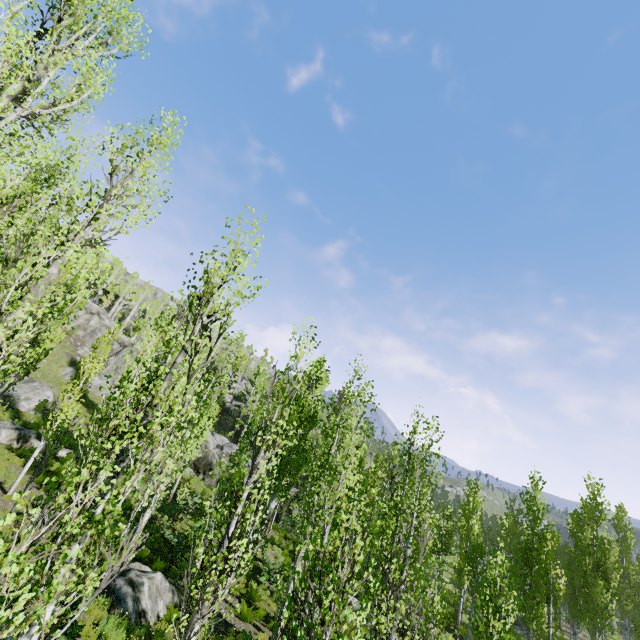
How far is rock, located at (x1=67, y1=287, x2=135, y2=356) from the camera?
39.59m

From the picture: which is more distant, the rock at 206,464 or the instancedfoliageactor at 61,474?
the rock at 206,464

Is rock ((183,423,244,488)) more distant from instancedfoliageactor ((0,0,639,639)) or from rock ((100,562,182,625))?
rock ((100,562,182,625))

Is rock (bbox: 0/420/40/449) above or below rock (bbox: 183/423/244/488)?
below

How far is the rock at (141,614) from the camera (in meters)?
9.95

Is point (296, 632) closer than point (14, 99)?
Yes

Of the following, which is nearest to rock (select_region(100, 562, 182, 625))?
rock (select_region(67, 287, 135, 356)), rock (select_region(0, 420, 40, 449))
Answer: rock (select_region(0, 420, 40, 449))

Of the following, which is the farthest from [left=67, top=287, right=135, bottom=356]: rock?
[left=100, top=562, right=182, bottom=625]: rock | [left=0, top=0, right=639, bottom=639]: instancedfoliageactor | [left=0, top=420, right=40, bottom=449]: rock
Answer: [left=100, top=562, right=182, bottom=625]: rock
